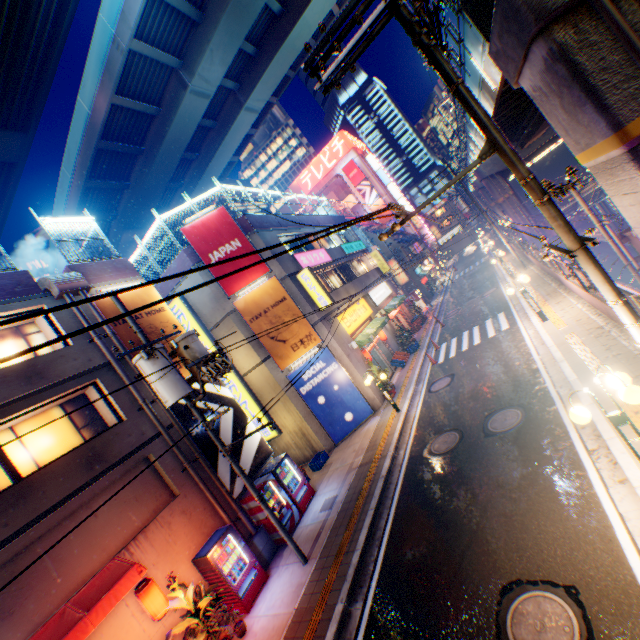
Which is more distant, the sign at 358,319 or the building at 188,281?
the sign at 358,319

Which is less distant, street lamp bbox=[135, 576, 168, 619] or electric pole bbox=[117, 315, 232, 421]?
street lamp bbox=[135, 576, 168, 619]

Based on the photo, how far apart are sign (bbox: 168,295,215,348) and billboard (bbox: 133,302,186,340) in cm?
313

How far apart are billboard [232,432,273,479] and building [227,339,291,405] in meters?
2.9

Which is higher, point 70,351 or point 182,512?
point 70,351

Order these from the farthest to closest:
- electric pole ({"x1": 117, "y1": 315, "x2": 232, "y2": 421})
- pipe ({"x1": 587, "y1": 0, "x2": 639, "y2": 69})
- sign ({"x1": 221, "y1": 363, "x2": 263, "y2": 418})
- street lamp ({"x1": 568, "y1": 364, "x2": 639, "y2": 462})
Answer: sign ({"x1": 221, "y1": 363, "x2": 263, "y2": 418}), electric pole ({"x1": 117, "y1": 315, "x2": 232, "y2": 421}), pipe ({"x1": 587, "y1": 0, "x2": 639, "y2": 69}), street lamp ({"x1": 568, "y1": 364, "x2": 639, "y2": 462})

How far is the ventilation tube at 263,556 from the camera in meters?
10.7 m

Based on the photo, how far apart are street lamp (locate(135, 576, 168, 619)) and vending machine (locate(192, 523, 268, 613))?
1.2m
